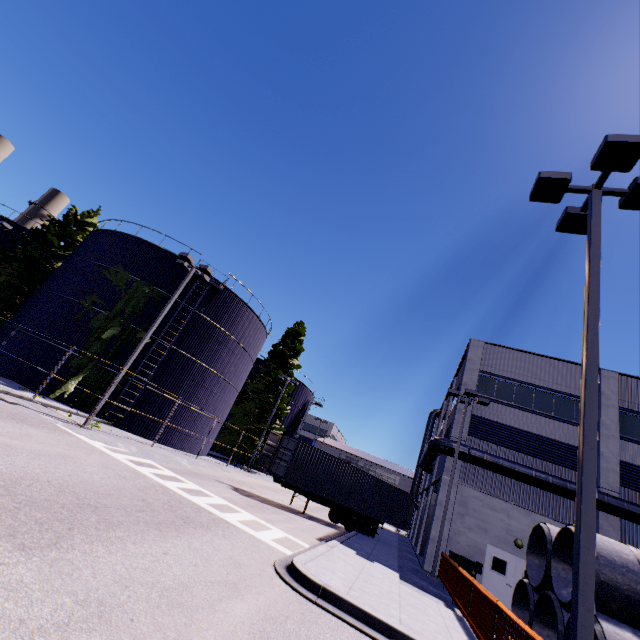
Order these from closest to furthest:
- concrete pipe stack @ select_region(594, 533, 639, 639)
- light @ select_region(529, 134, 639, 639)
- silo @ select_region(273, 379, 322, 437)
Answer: light @ select_region(529, 134, 639, 639) < concrete pipe stack @ select_region(594, 533, 639, 639) < silo @ select_region(273, 379, 322, 437)

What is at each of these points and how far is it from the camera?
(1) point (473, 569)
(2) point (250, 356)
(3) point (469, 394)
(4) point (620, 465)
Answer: (1) electrical box, 16.52m
(2) silo, 29.62m
(3) light, 19.61m
(4) building, 18.61m

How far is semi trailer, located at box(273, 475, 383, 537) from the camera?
19.2m

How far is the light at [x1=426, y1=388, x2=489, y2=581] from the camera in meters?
16.6 m

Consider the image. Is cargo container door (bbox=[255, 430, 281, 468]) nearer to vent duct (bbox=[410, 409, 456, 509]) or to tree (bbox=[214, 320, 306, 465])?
tree (bbox=[214, 320, 306, 465])

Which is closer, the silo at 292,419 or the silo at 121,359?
the silo at 121,359

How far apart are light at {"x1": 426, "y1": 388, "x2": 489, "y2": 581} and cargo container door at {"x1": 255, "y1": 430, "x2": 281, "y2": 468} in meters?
10.2 m

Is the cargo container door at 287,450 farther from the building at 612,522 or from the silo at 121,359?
the building at 612,522
